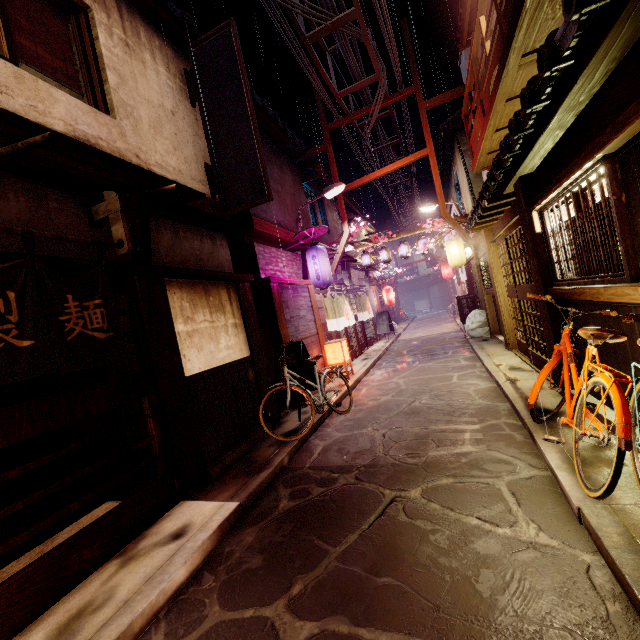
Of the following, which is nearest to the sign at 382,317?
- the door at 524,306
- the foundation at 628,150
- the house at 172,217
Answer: the door at 524,306

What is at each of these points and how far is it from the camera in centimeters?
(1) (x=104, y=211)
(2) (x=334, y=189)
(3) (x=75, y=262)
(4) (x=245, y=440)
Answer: (1) wood base, 684cm
(2) light, 1683cm
(3) wood bar, 591cm
(4) foundation, 956cm

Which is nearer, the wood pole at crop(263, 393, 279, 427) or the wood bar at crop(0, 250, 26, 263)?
the wood bar at crop(0, 250, 26, 263)

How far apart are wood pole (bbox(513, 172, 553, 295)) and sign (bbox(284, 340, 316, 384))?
7.4m

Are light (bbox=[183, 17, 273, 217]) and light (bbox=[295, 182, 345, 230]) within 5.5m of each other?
no

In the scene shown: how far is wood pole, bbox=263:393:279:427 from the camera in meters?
10.9

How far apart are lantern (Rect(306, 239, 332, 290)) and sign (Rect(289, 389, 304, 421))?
3.93m

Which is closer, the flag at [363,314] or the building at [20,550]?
the building at [20,550]
